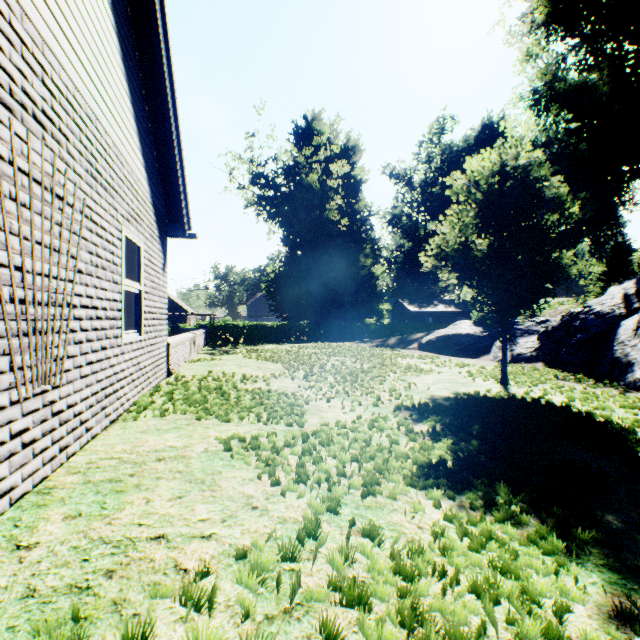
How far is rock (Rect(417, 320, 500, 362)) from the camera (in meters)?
11.73

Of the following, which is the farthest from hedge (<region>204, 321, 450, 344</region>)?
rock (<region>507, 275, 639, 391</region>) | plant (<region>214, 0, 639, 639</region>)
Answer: rock (<region>507, 275, 639, 391</region>)

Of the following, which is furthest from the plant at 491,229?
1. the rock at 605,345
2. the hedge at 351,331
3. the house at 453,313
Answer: the house at 453,313

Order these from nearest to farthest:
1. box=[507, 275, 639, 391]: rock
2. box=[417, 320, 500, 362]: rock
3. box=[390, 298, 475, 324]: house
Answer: box=[507, 275, 639, 391]: rock
box=[417, 320, 500, 362]: rock
box=[390, 298, 475, 324]: house

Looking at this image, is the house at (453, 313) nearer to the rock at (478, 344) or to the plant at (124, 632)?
the plant at (124, 632)

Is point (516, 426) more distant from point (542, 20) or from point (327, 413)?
point (542, 20)

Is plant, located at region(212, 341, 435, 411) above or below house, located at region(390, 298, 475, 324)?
below

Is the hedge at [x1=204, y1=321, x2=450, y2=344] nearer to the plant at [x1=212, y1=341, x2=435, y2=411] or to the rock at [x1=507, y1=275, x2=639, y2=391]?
the plant at [x1=212, y1=341, x2=435, y2=411]
